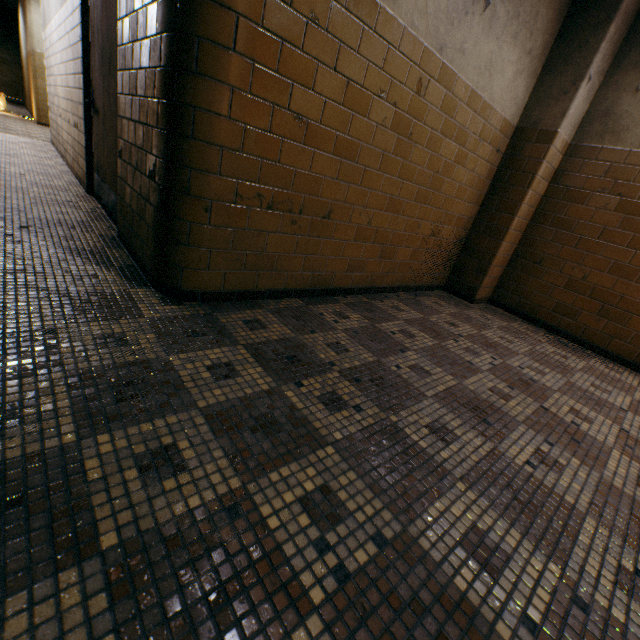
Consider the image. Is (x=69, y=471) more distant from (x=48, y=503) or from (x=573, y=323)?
(x=573, y=323)
